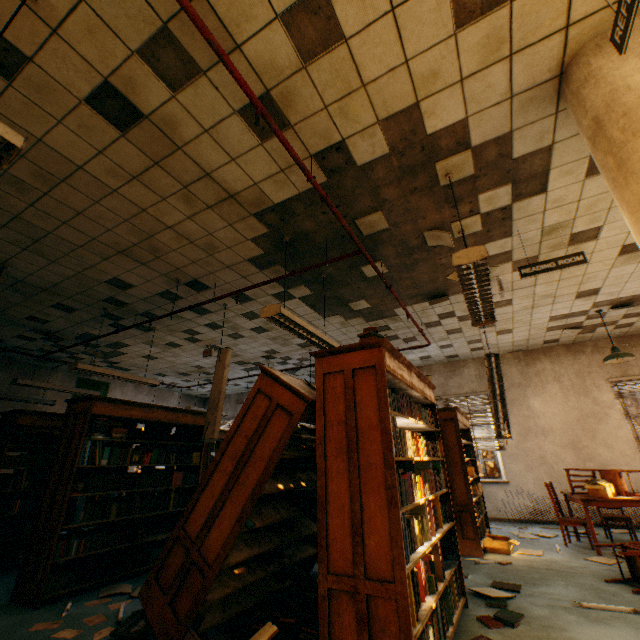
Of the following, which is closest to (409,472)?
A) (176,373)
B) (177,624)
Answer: (177,624)

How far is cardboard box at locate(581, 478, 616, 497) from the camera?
5.0 meters

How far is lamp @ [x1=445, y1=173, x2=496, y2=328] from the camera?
2.60m

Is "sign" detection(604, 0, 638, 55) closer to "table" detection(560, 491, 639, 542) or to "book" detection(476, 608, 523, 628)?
"book" detection(476, 608, 523, 628)

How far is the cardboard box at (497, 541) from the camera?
5.0 meters

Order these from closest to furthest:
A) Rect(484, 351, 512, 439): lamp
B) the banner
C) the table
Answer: the table
Rect(484, 351, 512, 439): lamp
the banner

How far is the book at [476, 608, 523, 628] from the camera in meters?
Answer: 2.8

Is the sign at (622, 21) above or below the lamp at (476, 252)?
above
